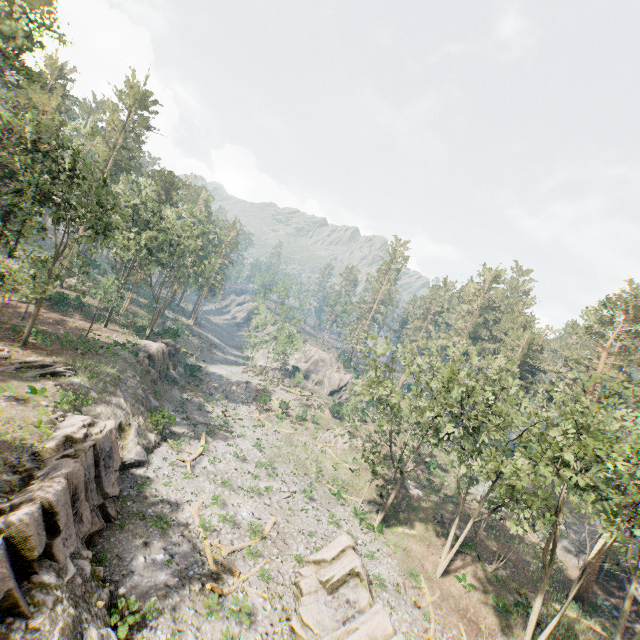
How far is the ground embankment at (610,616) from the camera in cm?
2869

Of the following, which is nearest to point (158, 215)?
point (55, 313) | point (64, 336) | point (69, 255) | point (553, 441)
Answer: point (64, 336)

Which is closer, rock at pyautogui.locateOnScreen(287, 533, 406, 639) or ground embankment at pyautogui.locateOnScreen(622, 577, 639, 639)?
rock at pyautogui.locateOnScreen(287, 533, 406, 639)

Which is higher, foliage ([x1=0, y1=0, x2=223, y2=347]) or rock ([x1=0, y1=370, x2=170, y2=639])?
foliage ([x1=0, y1=0, x2=223, y2=347])

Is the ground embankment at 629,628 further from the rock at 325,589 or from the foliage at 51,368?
the rock at 325,589

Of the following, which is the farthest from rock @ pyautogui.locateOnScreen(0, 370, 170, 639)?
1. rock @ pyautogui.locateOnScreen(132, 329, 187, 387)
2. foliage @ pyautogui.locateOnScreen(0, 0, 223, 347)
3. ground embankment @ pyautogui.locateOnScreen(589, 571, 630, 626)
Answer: ground embankment @ pyautogui.locateOnScreen(589, 571, 630, 626)

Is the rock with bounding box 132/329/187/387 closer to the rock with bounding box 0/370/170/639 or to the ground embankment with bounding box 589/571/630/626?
the rock with bounding box 0/370/170/639
